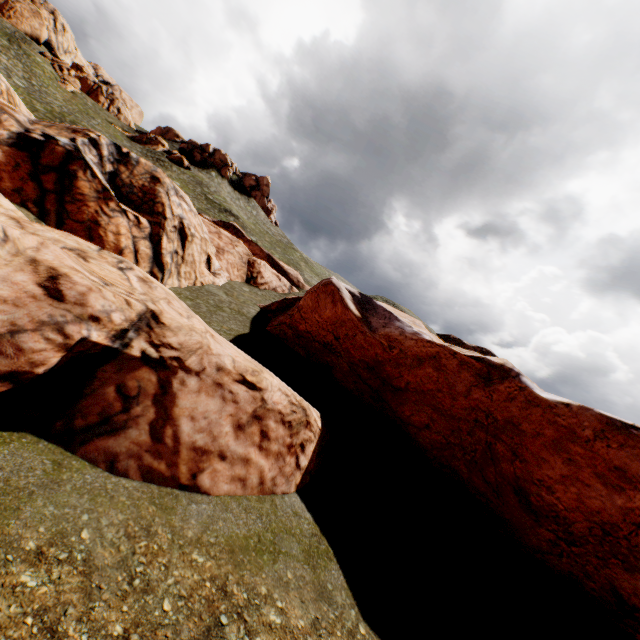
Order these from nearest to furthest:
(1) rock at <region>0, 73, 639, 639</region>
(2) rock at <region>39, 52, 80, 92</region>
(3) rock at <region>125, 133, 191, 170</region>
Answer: (1) rock at <region>0, 73, 639, 639</region> → (2) rock at <region>39, 52, 80, 92</region> → (3) rock at <region>125, 133, 191, 170</region>

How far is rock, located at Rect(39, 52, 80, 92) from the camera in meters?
53.0 m

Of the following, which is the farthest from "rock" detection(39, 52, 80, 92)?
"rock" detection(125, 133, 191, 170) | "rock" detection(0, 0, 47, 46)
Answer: "rock" detection(0, 0, 47, 46)

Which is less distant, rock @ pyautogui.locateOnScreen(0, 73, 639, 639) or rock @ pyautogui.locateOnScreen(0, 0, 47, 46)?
rock @ pyautogui.locateOnScreen(0, 73, 639, 639)

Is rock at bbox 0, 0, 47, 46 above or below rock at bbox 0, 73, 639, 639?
above

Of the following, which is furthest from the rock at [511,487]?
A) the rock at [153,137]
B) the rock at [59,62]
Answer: the rock at [59,62]

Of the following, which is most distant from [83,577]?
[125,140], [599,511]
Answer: [125,140]

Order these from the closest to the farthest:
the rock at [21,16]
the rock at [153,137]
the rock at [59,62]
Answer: the rock at [59,62]
the rock at [21,16]
the rock at [153,137]
